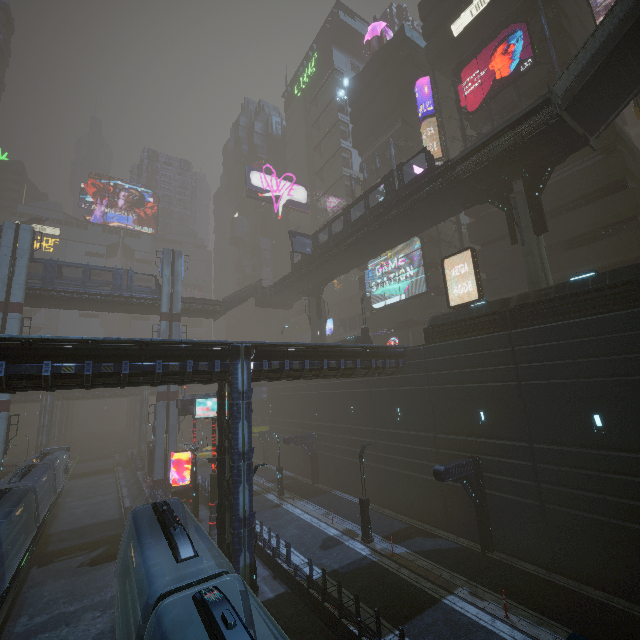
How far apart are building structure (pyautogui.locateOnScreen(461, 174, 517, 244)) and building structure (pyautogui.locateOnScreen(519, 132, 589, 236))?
0.7m

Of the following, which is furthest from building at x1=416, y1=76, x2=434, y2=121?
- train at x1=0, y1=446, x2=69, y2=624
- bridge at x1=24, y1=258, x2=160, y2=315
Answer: bridge at x1=24, y1=258, x2=160, y2=315

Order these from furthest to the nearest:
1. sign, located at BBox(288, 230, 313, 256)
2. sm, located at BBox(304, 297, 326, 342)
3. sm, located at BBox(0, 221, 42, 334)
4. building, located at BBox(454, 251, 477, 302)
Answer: sm, located at BBox(304, 297, 326, 342) < sign, located at BBox(288, 230, 313, 256) < building, located at BBox(454, 251, 477, 302) < sm, located at BBox(0, 221, 42, 334)

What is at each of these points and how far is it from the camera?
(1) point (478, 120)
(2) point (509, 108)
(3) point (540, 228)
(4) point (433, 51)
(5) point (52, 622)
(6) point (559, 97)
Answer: (1) building, 33.0m
(2) building, 30.8m
(3) building structure, 20.4m
(4) building, 37.2m
(5) train rail, 15.9m
(6) stairs, 17.5m

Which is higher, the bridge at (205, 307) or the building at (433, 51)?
the building at (433, 51)

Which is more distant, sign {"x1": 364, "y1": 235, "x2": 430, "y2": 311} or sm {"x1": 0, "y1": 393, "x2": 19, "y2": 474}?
sign {"x1": 364, "y1": 235, "x2": 430, "y2": 311}

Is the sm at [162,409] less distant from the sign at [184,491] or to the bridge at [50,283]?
the bridge at [50,283]

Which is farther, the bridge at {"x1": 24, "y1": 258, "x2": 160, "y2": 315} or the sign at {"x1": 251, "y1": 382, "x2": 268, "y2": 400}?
the sign at {"x1": 251, "y1": 382, "x2": 268, "y2": 400}
